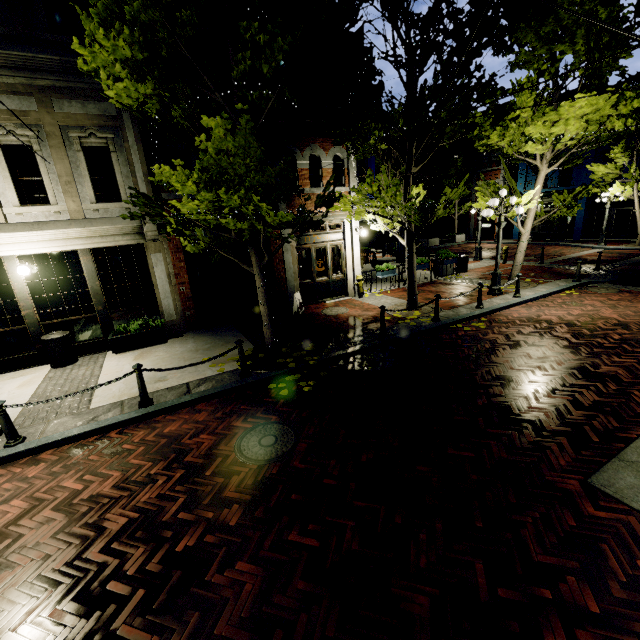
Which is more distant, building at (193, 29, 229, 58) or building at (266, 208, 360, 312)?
building at (266, 208, 360, 312)

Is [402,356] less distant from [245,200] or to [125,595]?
[245,200]

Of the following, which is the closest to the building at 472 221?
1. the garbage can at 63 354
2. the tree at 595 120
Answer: the tree at 595 120

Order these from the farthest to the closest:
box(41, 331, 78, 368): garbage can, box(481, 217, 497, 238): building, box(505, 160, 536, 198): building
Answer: box(481, 217, 497, 238): building
box(505, 160, 536, 198): building
box(41, 331, 78, 368): garbage can

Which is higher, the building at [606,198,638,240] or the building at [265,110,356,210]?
the building at [265,110,356,210]

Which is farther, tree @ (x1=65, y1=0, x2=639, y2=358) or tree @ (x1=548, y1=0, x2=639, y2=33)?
tree @ (x1=548, y1=0, x2=639, y2=33)

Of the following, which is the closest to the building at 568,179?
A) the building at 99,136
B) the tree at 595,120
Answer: the tree at 595,120

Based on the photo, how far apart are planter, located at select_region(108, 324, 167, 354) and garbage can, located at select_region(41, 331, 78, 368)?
0.8 meters
